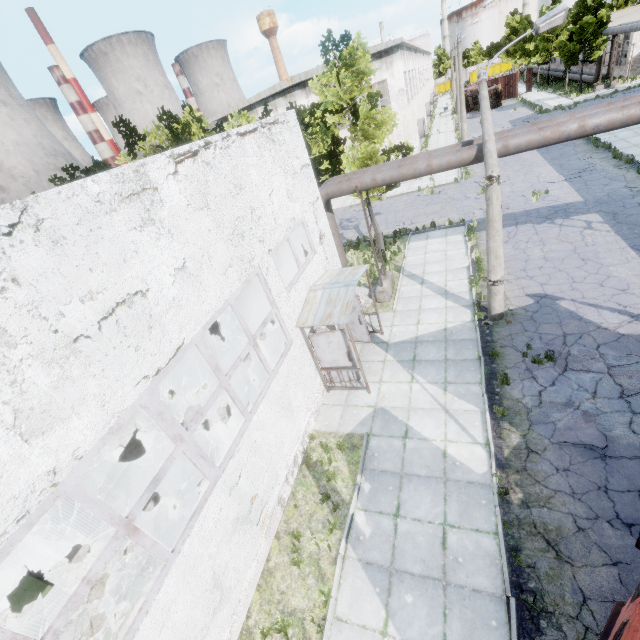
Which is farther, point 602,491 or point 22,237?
point 602,491

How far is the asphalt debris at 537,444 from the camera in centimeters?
738cm

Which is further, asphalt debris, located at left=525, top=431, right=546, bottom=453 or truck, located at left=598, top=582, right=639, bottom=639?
asphalt debris, located at left=525, top=431, right=546, bottom=453

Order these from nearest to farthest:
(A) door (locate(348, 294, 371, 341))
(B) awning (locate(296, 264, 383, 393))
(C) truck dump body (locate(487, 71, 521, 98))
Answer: (B) awning (locate(296, 264, 383, 393)) → (A) door (locate(348, 294, 371, 341)) → (C) truck dump body (locate(487, 71, 521, 98))

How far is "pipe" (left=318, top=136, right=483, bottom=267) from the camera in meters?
10.3

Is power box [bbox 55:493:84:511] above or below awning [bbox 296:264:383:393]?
below

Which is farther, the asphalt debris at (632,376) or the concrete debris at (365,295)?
the concrete debris at (365,295)

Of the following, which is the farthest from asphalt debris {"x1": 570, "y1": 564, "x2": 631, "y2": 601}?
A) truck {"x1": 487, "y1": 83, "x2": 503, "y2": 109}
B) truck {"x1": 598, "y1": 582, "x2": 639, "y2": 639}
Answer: truck {"x1": 487, "y1": 83, "x2": 503, "y2": 109}
